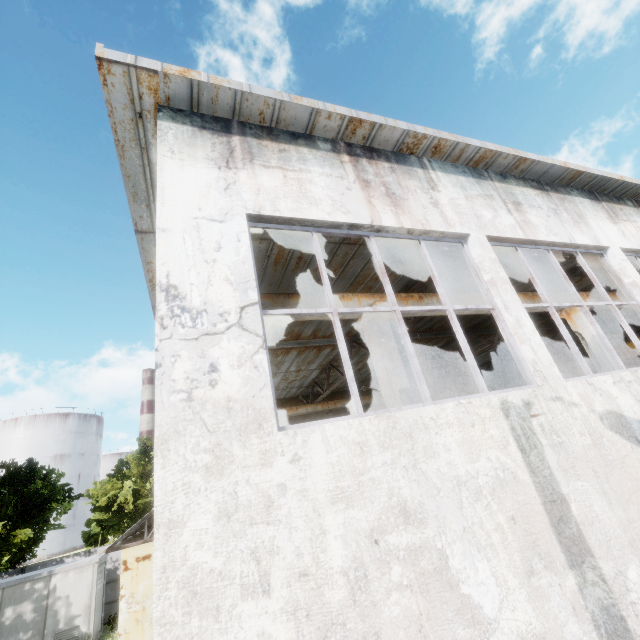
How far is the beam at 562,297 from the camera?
10.5m

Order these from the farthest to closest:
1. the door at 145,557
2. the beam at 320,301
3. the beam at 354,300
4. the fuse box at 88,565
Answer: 1. the fuse box at 88,565
2. the door at 145,557
3. the beam at 354,300
4. the beam at 320,301

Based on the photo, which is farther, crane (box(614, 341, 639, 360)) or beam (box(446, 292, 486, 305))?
crane (box(614, 341, 639, 360))

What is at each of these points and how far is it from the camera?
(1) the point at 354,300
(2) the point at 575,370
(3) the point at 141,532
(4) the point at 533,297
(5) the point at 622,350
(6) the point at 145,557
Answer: (1) beam, 7.7m
(2) crane, 18.0m
(3) awning, 10.5m
(4) beam, 10.2m
(5) crane, 16.0m
(6) door, 11.9m

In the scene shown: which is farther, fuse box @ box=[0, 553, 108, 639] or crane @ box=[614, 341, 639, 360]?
crane @ box=[614, 341, 639, 360]

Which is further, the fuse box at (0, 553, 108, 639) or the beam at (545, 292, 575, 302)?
the fuse box at (0, 553, 108, 639)

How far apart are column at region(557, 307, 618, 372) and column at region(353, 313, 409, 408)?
7.47m

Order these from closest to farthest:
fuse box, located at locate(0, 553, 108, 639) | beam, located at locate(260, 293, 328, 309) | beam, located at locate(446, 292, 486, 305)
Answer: beam, located at locate(260, 293, 328, 309) < beam, located at locate(446, 292, 486, 305) < fuse box, located at locate(0, 553, 108, 639)
